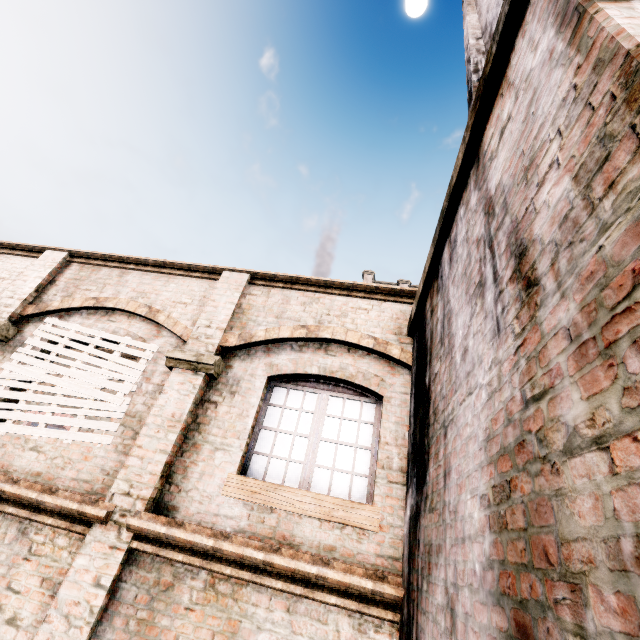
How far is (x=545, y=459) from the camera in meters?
1.3 m

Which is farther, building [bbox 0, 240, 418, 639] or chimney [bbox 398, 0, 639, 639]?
building [bbox 0, 240, 418, 639]

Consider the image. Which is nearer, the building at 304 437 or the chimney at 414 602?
the chimney at 414 602
